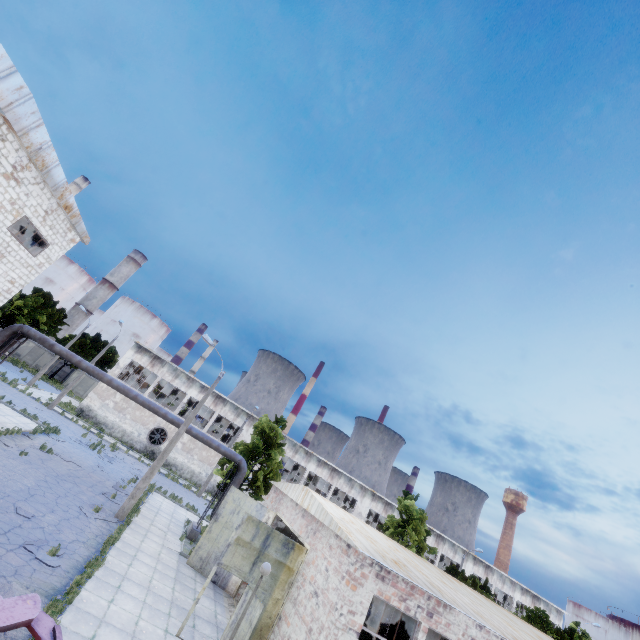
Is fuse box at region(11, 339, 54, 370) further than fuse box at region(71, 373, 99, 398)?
No

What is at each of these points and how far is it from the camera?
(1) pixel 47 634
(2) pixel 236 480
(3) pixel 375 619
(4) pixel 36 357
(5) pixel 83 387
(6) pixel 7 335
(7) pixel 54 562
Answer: (1) truck dump back, 3.4m
(2) pipe, 21.3m
(3) pipe, 21.6m
(4) fuse box, 51.4m
(5) fuse box, 52.2m
(6) pipe, 19.7m
(7) asphalt debris, 10.2m

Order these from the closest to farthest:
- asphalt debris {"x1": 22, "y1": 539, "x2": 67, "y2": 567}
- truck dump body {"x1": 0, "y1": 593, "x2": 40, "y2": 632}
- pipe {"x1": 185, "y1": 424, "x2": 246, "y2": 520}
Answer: truck dump body {"x1": 0, "y1": 593, "x2": 40, "y2": 632}, asphalt debris {"x1": 22, "y1": 539, "x2": 67, "y2": 567}, pipe {"x1": 185, "y1": 424, "x2": 246, "y2": 520}

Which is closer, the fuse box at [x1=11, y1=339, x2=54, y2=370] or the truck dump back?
the truck dump back

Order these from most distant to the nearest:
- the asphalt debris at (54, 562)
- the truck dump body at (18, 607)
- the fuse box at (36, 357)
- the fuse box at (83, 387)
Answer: the fuse box at (83, 387) < the fuse box at (36, 357) < the asphalt debris at (54, 562) < the truck dump body at (18, 607)

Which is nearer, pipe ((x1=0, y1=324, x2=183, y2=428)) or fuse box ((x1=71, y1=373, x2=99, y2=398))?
pipe ((x1=0, y1=324, x2=183, y2=428))

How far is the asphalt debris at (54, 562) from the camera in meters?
10.0 m

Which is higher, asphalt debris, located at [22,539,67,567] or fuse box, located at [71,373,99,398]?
fuse box, located at [71,373,99,398]
